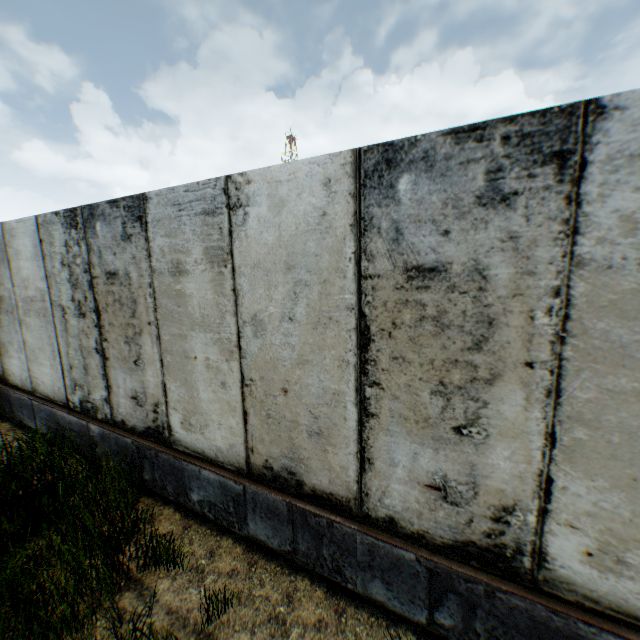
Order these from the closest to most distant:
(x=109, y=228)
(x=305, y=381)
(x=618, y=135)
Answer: (x=618, y=135), (x=305, y=381), (x=109, y=228)
